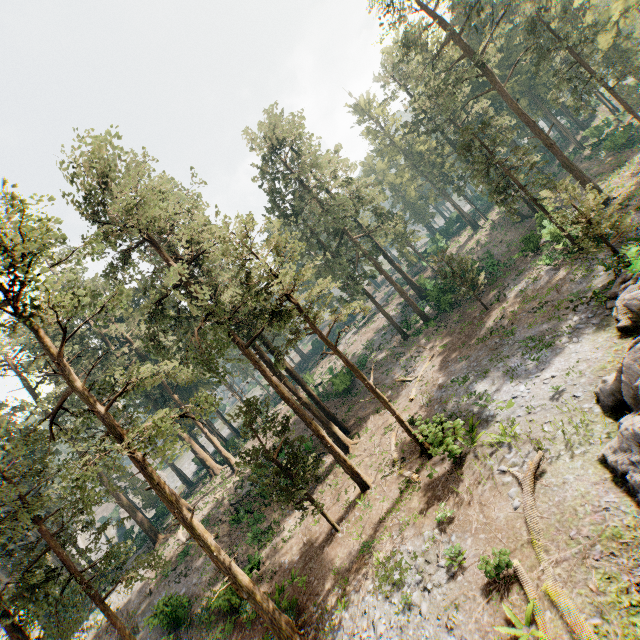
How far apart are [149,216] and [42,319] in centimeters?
710cm

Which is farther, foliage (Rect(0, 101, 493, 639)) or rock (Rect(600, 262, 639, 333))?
rock (Rect(600, 262, 639, 333))

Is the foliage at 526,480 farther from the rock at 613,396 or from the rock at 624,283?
the rock at 624,283

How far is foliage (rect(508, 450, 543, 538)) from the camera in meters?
10.9

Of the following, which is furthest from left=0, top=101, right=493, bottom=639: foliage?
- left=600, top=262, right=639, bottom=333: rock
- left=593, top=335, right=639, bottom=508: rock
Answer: left=600, top=262, right=639, bottom=333: rock

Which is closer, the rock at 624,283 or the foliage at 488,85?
the rock at 624,283
